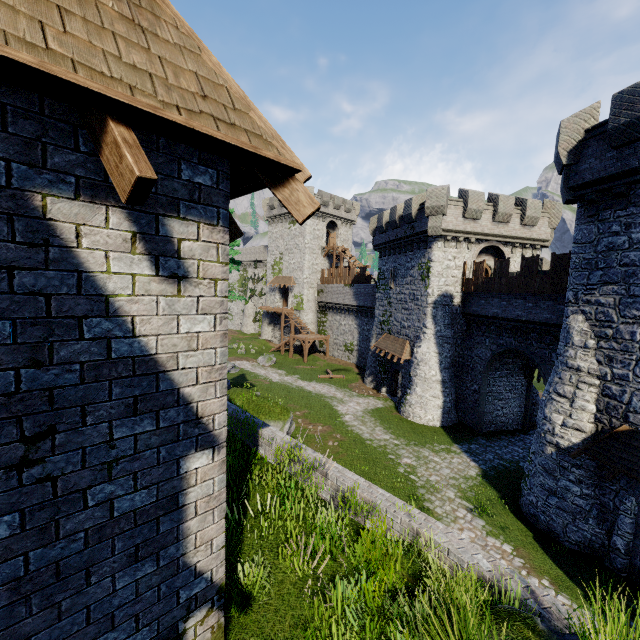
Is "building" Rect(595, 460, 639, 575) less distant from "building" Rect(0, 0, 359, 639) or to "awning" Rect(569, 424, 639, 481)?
"awning" Rect(569, 424, 639, 481)

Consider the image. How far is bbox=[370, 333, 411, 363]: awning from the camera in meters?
25.8 m

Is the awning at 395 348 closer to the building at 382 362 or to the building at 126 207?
the building at 382 362

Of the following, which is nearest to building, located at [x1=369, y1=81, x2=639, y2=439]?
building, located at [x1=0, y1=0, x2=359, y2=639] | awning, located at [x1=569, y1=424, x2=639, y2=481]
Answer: awning, located at [x1=569, y1=424, x2=639, y2=481]

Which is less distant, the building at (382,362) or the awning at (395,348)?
the awning at (395,348)

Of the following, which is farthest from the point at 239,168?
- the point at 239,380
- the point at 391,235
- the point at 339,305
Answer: the point at 339,305

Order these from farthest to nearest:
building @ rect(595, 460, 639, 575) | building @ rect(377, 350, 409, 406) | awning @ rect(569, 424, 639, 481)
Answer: building @ rect(377, 350, 409, 406)
building @ rect(595, 460, 639, 575)
awning @ rect(569, 424, 639, 481)

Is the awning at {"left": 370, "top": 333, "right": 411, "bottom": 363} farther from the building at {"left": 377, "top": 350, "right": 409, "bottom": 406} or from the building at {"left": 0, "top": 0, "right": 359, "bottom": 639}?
the building at {"left": 0, "top": 0, "right": 359, "bottom": 639}
